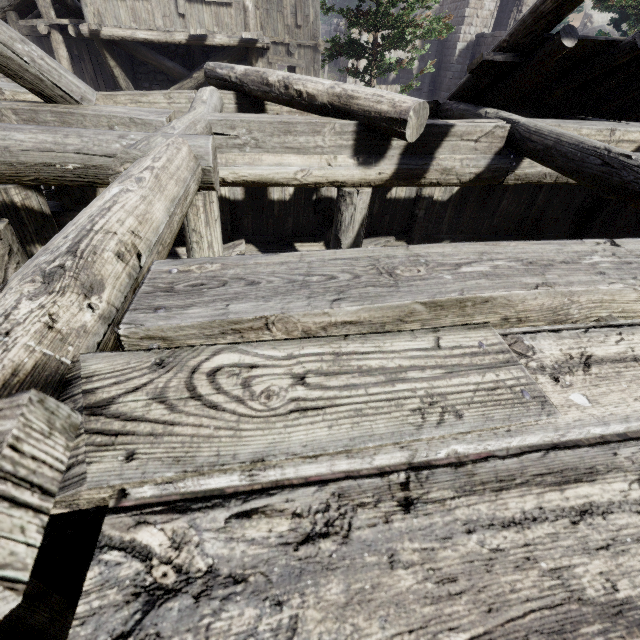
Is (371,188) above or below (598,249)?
below

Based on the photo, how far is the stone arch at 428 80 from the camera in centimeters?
2420cm

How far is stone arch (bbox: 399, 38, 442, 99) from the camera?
24.2 meters

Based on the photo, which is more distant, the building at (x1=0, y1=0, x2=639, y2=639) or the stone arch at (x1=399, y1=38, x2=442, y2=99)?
the stone arch at (x1=399, y1=38, x2=442, y2=99)

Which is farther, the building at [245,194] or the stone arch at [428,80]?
the stone arch at [428,80]
